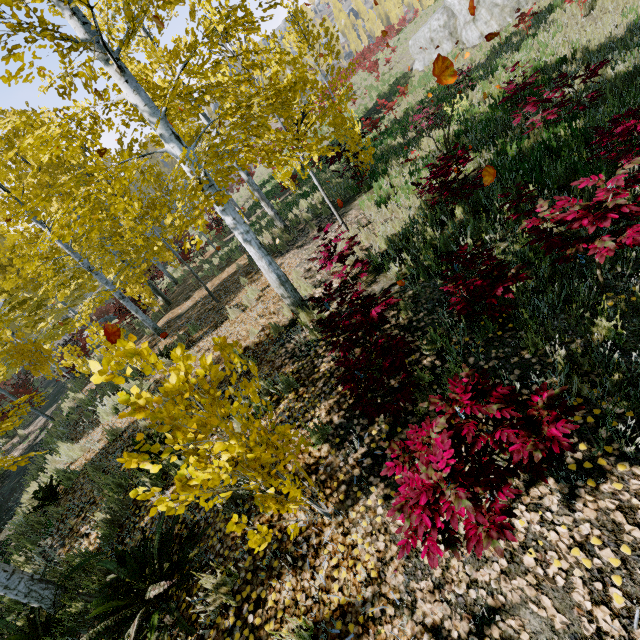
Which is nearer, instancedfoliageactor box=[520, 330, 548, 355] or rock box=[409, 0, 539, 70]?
instancedfoliageactor box=[520, 330, 548, 355]

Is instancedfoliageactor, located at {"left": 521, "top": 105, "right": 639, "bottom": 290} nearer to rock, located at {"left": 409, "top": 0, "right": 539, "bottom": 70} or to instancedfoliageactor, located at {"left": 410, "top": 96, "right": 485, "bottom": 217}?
instancedfoliageactor, located at {"left": 410, "top": 96, "right": 485, "bottom": 217}

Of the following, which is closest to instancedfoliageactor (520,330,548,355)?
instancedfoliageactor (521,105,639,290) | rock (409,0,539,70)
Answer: instancedfoliageactor (521,105,639,290)

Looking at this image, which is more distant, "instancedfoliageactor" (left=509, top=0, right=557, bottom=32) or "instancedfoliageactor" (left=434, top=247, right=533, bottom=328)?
"instancedfoliageactor" (left=509, top=0, right=557, bottom=32)

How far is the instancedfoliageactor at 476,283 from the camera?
3.1m

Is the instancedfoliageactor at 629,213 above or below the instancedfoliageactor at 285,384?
above

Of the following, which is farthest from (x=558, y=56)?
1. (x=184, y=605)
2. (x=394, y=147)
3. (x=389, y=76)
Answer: (x=389, y=76)

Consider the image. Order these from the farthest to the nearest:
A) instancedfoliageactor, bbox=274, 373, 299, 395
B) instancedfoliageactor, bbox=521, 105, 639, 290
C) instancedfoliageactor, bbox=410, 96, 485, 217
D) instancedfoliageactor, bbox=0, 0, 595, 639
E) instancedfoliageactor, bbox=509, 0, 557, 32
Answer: instancedfoliageactor, bbox=509, 0, 557, 32
instancedfoliageactor, bbox=410, 96, 485, 217
instancedfoliageactor, bbox=274, 373, 299, 395
instancedfoliageactor, bbox=521, 105, 639, 290
instancedfoliageactor, bbox=0, 0, 595, 639
